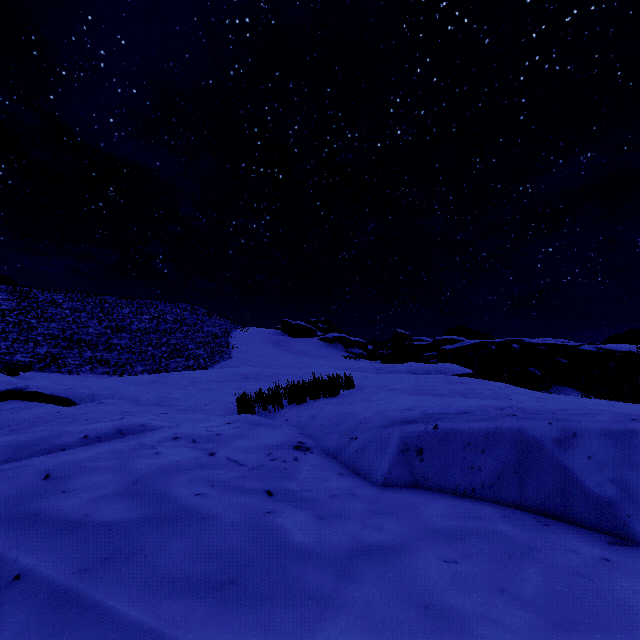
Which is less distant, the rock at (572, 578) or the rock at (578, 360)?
the rock at (572, 578)

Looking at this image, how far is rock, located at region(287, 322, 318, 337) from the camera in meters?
58.0

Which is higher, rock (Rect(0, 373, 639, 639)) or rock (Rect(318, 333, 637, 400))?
rock (Rect(318, 333, 637, 400))

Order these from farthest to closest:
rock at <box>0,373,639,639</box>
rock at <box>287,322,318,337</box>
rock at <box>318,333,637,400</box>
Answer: rock at <box>287,322,318,337</box>
rock at <box>318,333,637,400</box>
rock at <box>0,373,639,639</box>

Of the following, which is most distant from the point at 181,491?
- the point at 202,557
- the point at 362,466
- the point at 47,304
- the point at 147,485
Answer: the point at 47,304

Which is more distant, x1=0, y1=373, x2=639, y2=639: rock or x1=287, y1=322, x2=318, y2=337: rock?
x1=287, y1=322, x2=318, y2=337: rock
